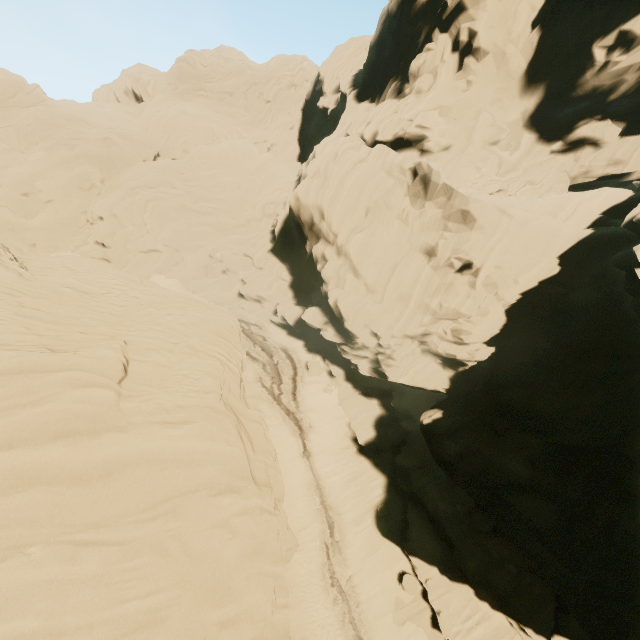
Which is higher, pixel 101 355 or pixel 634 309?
pixel 634 309
